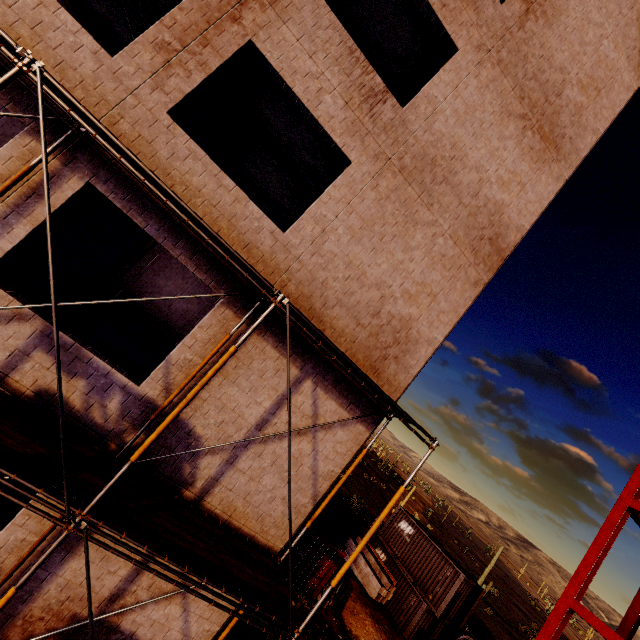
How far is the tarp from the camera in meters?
15.1 m

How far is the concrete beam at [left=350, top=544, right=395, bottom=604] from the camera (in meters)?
19.20

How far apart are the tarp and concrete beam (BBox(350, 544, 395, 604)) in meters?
4.7

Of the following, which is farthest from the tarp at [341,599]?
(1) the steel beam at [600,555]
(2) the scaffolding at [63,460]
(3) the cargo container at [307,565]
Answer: (2) the scaffolding at [63,460]

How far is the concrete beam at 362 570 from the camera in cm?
1920

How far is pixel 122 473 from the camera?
4.3 meters

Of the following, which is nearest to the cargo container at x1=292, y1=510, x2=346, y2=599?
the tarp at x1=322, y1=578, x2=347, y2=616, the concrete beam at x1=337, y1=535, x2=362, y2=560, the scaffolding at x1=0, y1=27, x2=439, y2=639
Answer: the tarp at x1=322, y1=578, x2=347, y2=616
